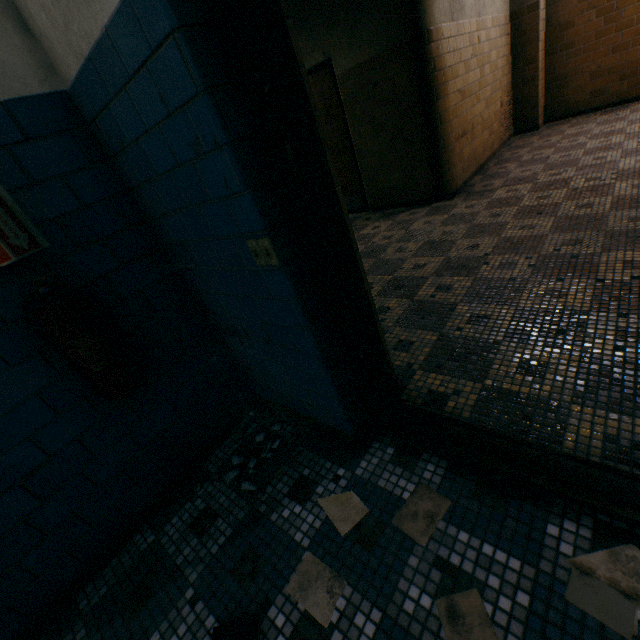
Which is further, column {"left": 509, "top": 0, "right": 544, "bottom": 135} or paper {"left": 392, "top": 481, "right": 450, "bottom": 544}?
column {"left": 509, "top": 0, "right": 544, "bottom": 135}

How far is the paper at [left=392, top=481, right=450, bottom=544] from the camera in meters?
1.3 m

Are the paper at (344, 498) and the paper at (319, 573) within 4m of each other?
yes

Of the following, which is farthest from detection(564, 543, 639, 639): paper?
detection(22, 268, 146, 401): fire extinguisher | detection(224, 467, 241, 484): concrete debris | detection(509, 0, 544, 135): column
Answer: detection(509, 0, 544, 135): column

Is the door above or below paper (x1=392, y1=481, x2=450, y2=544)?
above

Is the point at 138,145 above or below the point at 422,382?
above

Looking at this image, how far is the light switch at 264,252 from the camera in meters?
1.2 m

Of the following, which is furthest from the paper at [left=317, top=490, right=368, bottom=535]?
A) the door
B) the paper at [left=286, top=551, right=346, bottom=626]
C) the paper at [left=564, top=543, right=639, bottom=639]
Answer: the door
